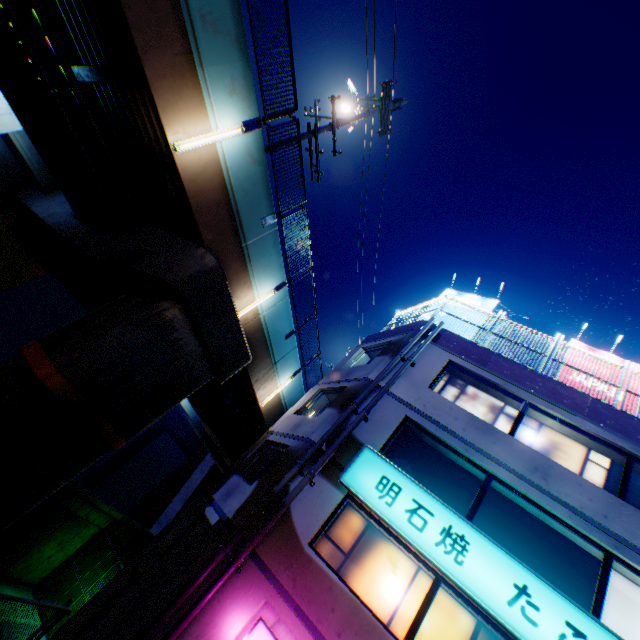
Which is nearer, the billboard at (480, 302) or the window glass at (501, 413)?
the window glass at (501, 413)

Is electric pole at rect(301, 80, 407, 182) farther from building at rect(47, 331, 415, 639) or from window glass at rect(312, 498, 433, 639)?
window glass at rect(312, 498, 433, 639)

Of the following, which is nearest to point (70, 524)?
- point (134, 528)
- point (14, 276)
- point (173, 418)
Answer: point (134, 528)

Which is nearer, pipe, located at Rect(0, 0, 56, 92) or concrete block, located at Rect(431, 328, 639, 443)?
pipe, located at Rect(0, 0, 56, 92)

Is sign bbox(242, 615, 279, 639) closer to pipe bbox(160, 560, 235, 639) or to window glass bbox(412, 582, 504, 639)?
pipe bbox(160, 560, 235, 639)

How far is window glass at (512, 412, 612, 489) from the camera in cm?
927

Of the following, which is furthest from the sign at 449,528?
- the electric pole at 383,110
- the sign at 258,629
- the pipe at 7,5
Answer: the pipe at 7,5

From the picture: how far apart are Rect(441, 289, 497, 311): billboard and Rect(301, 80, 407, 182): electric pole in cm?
788
